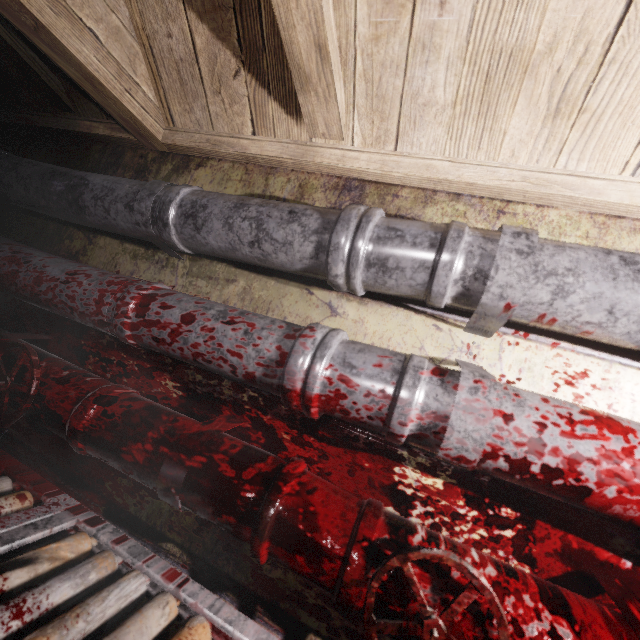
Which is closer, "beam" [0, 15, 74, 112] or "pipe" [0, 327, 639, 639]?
"pipe" [0, 327, 639, 639]

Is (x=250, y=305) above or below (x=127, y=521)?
above

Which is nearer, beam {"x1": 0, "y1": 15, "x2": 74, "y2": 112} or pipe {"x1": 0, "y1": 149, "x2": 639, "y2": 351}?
pipe {"x1": 0, "y1": 149, "x2": 639, "y2": 351}

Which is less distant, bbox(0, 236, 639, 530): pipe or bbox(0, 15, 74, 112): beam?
bbox(0, 236, 639, 530): pipe

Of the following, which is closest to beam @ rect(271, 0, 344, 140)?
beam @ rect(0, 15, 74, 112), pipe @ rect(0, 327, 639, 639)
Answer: beam @ rect(0, 15, 74, 112)

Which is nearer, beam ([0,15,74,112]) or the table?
the table

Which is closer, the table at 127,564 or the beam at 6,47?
the table at 127,564

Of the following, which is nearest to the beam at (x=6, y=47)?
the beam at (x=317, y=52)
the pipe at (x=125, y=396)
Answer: the beam at (x=317, y=52)
